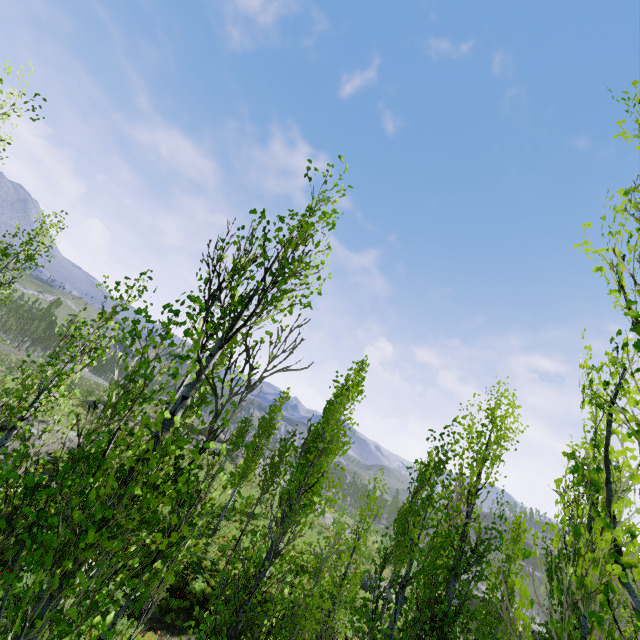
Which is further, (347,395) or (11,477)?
(347,395)
